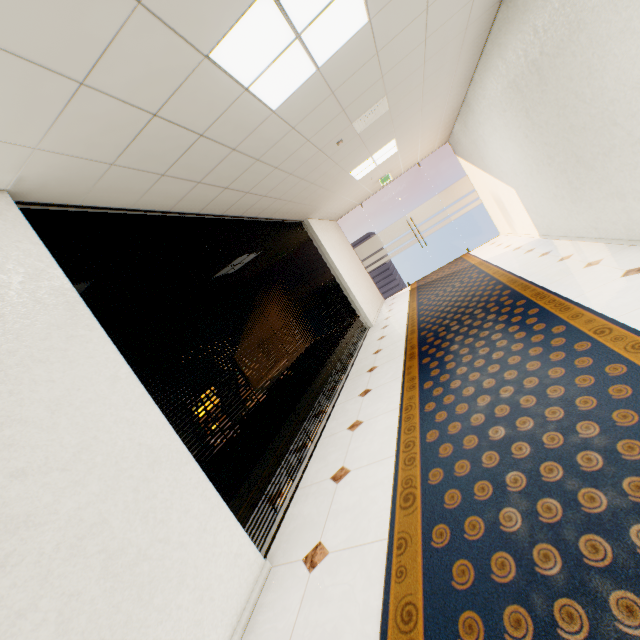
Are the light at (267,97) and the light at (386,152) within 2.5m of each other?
no

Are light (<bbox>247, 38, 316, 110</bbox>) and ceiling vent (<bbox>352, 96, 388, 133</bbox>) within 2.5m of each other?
yes

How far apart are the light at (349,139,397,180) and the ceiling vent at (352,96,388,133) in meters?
1.5

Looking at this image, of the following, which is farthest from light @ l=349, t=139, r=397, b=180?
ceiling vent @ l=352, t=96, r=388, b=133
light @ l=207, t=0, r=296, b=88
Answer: light @ l=207, t=0, r=296, b=88

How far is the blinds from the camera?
2.4 meters

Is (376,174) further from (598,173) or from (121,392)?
(121,392)

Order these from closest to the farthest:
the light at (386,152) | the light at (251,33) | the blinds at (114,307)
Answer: the light at (251,33)
the blinds at (114,307)
the light at (386,152)
